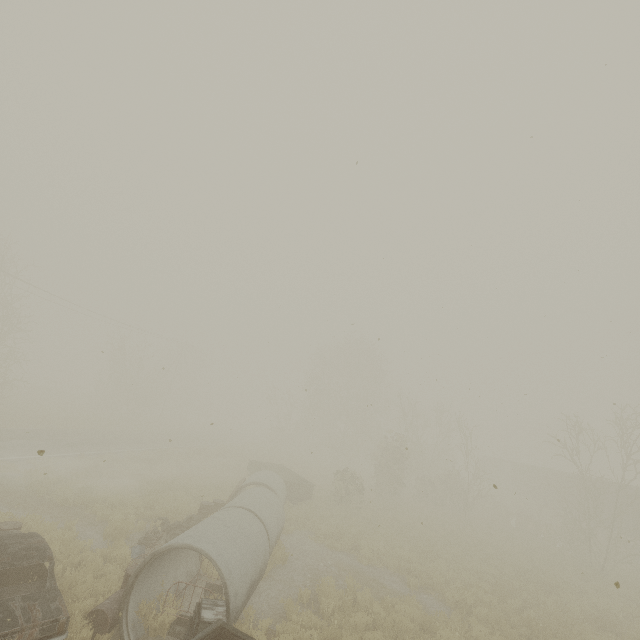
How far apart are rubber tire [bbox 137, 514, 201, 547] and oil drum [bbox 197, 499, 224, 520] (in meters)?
0.98

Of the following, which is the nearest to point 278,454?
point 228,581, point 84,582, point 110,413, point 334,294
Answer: point 110,413

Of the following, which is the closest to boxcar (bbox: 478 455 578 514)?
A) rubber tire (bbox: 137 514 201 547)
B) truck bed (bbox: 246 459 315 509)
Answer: truck bed (bbox: 246 459 315 509)

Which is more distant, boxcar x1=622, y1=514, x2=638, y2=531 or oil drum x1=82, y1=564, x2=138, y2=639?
boxcar x1=622, y1=514, x2=638, y2=531

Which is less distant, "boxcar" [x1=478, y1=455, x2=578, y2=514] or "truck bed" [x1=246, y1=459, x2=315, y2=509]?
"truck bed" [x1=246, y1=459, x2=315, y2=509]

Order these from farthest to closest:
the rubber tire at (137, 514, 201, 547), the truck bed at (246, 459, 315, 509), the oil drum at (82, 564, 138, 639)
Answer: the truck bed at (246, 459, 315, 509) → the rubber tire at (137, 514, 201, 547) → the oil drum at (82, 564, 138, 639)

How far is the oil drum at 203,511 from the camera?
13.9 meters

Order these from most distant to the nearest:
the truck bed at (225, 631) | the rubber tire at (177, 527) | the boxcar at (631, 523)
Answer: the boxcar at (631, 523) → the rubber tire at (177, 527) → the truck bed at (225, 631)
